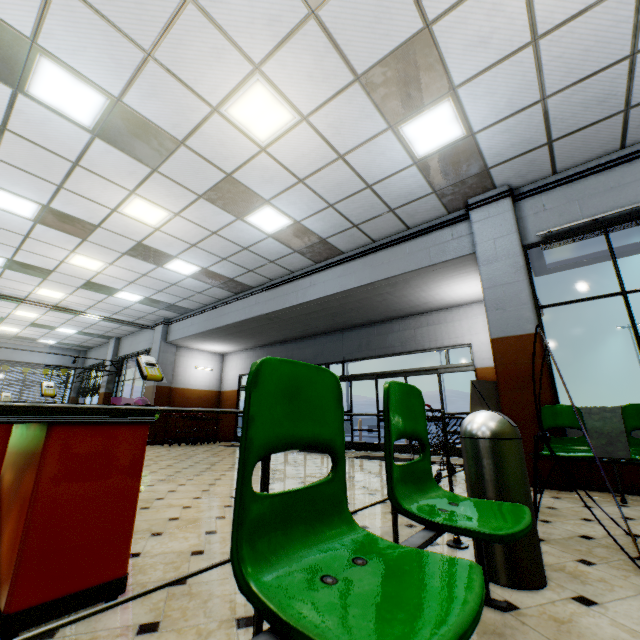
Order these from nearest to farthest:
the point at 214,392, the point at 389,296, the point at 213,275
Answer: the point at 389,296 → the point at 213,275 → the point at 214,392

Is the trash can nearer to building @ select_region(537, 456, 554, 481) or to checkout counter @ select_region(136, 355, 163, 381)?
building @ select_region(537, 456, 554, 481)

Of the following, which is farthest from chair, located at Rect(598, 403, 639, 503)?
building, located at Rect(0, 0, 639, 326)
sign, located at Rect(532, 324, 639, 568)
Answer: sign, located at Rect(532, 324, 639, 568)

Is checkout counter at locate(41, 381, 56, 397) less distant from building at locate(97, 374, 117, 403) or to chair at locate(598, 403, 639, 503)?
building at locate(97, 374, 117, 403)

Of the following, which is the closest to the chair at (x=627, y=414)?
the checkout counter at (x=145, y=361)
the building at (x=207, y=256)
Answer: the building at (x=207, y=256)

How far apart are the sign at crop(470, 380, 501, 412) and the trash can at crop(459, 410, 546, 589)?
4.2m

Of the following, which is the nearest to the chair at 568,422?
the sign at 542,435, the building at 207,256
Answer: the building at 207,256

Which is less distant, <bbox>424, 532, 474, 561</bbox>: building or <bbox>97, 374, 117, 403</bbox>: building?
<bbox>424, 532, 474, 561</bbox>: building
